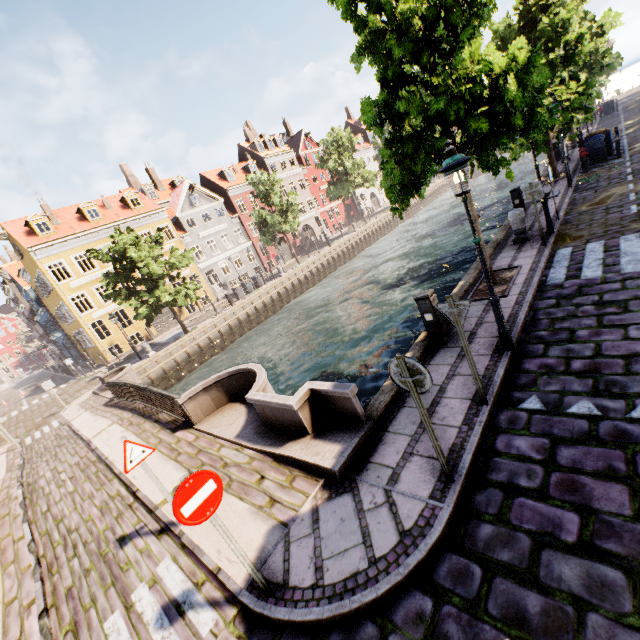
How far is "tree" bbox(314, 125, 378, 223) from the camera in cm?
3794

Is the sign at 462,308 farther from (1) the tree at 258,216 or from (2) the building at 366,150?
(2) the building at 366,150

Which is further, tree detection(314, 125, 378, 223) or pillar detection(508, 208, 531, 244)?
tree detection(314, 125, 378, 223)

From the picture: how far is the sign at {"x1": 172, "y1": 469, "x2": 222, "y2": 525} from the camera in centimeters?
326cm

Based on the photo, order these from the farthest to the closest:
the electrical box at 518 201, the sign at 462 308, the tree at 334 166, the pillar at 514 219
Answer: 1. the tree at 334 166
2. the electrical box at 518 201
3. the pillar at 514 219
4. the sign at 462 308

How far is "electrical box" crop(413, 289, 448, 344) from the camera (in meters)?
7.01

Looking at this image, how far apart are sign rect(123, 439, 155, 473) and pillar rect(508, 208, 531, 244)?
12.2 meters

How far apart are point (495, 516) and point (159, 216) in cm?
3667
